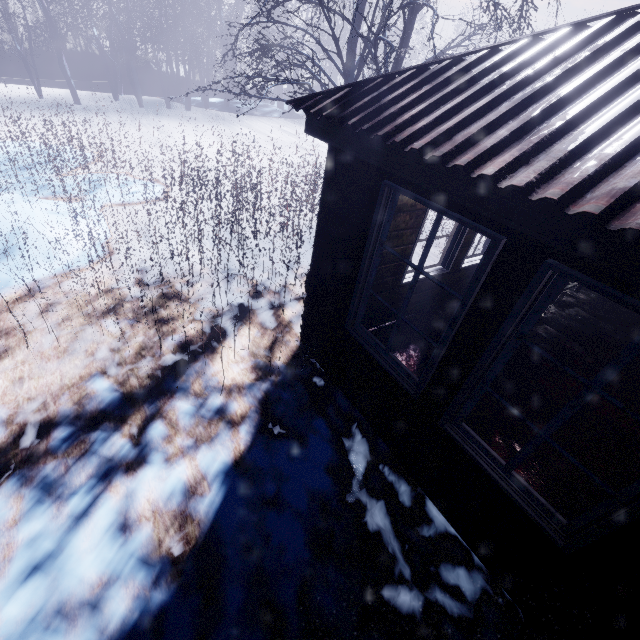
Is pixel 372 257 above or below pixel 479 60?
below

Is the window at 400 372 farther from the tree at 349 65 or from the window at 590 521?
the tree at 349 65

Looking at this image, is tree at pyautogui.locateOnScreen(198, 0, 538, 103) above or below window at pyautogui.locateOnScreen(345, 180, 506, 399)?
above

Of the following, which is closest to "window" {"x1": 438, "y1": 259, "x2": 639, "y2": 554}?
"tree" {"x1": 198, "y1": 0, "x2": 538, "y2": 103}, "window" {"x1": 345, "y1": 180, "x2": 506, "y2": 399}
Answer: "window" {"x1": 345, "y1": 180, "x2": 506, "y2": 399}

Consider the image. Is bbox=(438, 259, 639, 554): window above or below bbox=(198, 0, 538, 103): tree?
below

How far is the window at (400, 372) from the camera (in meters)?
1.76

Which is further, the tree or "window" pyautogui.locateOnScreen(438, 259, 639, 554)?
the tree
